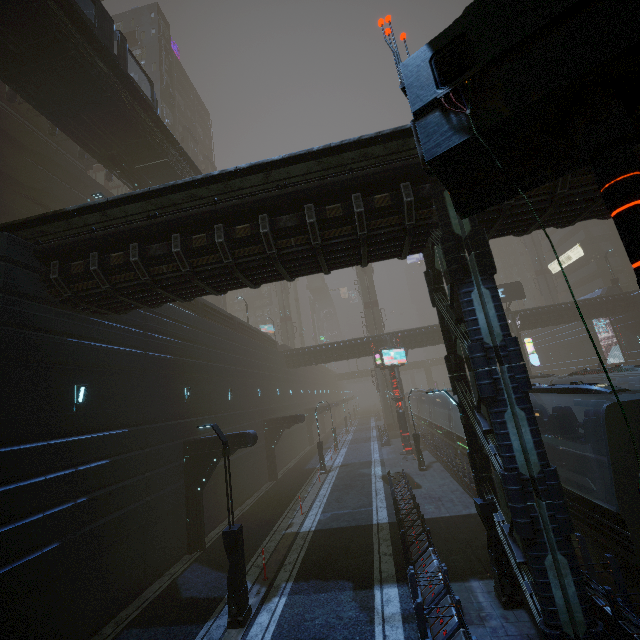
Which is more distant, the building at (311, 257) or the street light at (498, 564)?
the street light at (498, 564)

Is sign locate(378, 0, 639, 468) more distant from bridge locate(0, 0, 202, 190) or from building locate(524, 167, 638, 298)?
bridge locate(0, 0, 202, 190)

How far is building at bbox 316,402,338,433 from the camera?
44.28m

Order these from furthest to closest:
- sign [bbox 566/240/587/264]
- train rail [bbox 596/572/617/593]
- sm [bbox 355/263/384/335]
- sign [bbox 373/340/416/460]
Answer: sign [bbox 566/240/587/264]
sm [bbox 355/263/384/335]
sign [bbox 373/340/416/460]
train rail [bbox 596/572/617/593]

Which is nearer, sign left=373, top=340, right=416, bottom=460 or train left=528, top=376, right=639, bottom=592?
train left=528, top=376, right=639, bottom=592

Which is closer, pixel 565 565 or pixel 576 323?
pixel 565 565

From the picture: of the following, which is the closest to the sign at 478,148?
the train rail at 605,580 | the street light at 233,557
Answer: the train rail at 605,580

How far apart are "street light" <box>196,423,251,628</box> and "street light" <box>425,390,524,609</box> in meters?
6.6 m
